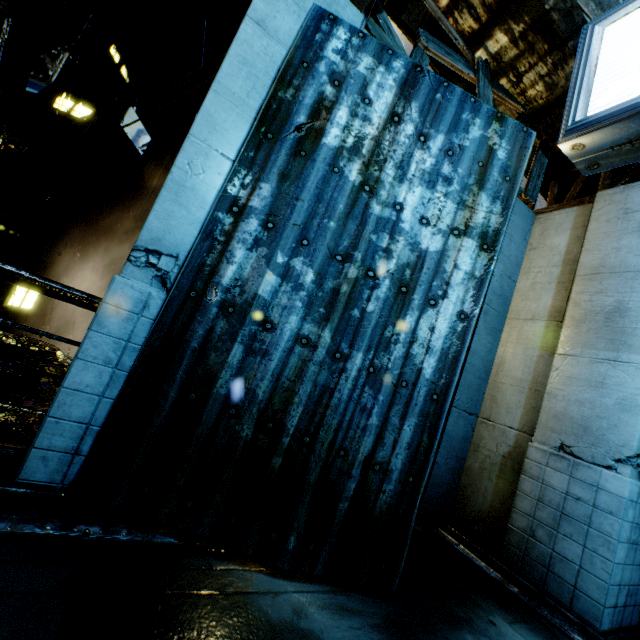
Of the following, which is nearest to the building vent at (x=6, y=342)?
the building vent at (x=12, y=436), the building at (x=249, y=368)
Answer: the building at (x=249, y=368)

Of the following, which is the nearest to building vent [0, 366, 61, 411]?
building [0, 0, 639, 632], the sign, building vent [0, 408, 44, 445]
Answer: building [0, 0, 639, 632]

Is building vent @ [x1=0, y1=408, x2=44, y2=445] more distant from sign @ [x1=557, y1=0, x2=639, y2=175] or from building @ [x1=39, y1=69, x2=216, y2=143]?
sign @ [x1=557, y1=0, x2=639, y2=175]

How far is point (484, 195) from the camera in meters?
3.6 m

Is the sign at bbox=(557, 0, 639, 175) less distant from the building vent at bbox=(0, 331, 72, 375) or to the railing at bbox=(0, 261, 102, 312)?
the railing at bbox=(0, 261, 102, 312)

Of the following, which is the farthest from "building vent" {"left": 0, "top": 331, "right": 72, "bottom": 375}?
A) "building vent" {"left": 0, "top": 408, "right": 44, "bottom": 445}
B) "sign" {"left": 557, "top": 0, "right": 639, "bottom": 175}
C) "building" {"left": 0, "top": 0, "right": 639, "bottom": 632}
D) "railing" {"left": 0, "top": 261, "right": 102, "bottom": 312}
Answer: "sign" {"left": 557, "top": 0, "right": 639, "bottom": 175}

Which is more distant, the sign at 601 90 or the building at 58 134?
the building at 58 134

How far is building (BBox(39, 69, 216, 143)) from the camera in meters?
12.4
